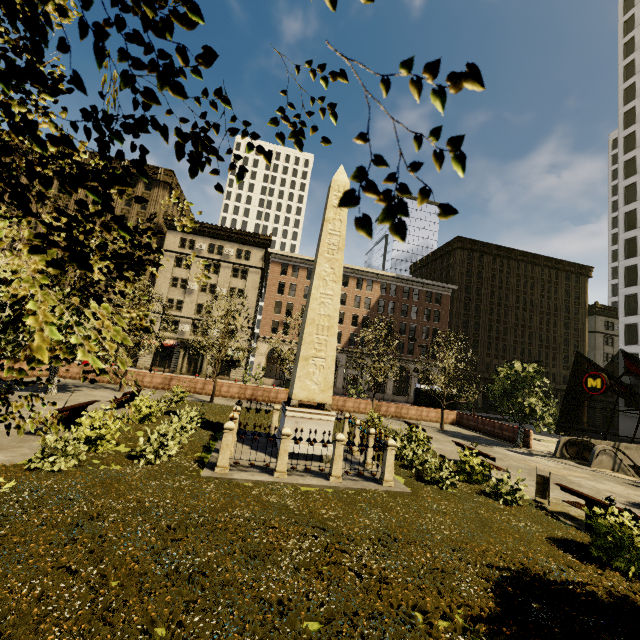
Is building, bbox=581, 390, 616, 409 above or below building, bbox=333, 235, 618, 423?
below

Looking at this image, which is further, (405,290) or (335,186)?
(405,290)

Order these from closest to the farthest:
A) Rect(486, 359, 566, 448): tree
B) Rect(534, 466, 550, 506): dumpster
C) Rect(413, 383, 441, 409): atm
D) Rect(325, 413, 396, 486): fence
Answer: Rect(325, 413, 396, 486): fence < Rect(534, 466, 550, 506): dumpster < Rect(486, 359, 566, 448): tree < Rect(413, 383, 441, 409): atm

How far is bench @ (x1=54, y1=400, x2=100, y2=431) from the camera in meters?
11.0 m

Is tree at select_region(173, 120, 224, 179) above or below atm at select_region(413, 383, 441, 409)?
above

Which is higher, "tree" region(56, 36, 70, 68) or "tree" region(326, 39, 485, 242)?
"tree" region(56, 36, 70, 68)

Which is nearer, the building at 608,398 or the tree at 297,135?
the tree at 297,135

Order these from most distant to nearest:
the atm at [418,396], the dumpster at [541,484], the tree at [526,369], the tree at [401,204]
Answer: the atm at [418,396] < the tree at [526,369] < the dumpster at [541,484] < the tree at [401,204]
